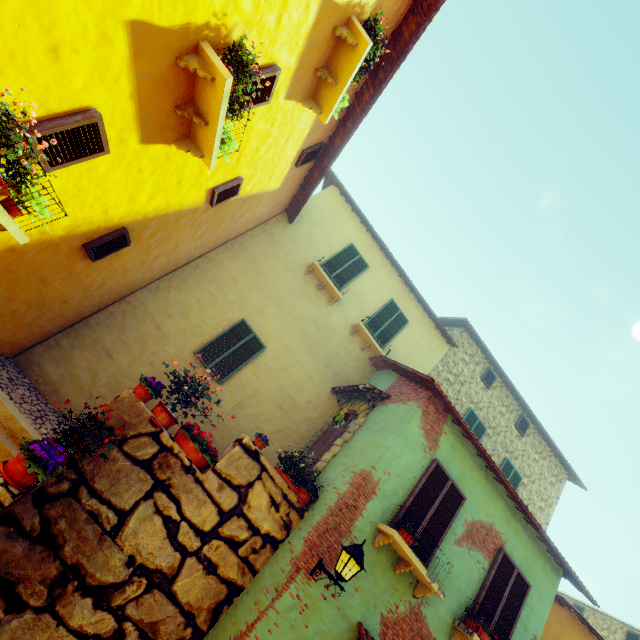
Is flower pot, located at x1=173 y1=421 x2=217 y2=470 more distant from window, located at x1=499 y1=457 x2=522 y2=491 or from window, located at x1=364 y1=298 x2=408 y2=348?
window, located at x1=499 y1=457 x2=522 y2=491

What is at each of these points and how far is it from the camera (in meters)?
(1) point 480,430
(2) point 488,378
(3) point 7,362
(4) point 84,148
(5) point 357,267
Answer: (1) window, 12.18
(2) window, 13.01
(3) stair, 6.61
(4) window, 3.54
(5) window, 11.54

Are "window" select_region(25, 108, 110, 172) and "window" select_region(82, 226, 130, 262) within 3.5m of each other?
yes

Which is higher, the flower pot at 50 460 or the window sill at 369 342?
the window sill at 369 342

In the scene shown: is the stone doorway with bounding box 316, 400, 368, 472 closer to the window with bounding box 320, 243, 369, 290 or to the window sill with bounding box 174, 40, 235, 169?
the window with bounding box 320, 243, 369, 290

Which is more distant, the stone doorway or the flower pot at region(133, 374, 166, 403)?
the stone doorway

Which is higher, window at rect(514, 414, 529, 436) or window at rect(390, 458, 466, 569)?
window at rect(514, 414, 529, 436)

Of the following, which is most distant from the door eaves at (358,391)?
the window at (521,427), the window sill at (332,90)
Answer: the window at (521,427)
